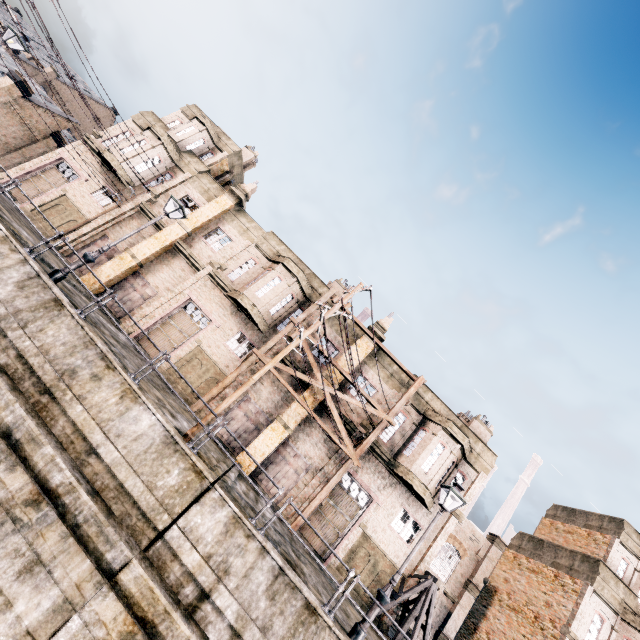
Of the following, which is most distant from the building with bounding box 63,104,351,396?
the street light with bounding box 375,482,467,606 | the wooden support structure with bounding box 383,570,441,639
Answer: the street light with bounding box 375,482,467,606

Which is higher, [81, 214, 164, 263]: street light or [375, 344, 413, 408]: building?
[375, 344, 413, 408]: building

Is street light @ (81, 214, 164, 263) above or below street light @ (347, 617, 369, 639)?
above

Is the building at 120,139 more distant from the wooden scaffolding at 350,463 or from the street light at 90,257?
the street light at 90,257

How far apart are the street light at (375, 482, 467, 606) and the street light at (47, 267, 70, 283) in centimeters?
1476cm

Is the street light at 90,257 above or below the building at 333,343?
below

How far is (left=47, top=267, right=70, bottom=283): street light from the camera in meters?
11.5 m

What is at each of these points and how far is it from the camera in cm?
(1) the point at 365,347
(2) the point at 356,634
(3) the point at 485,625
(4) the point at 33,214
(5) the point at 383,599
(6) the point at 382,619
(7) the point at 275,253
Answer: (1) building, 2261
(2) street light, 943
(3) building, 2317
(4) building, 2253
(5) street light, 982
(6) building, 1755
(7) building, 2433
